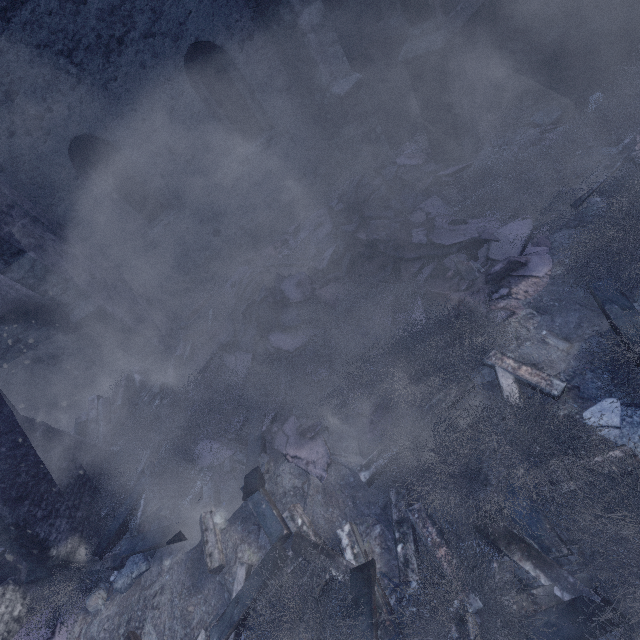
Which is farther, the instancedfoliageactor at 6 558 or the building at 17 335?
Answer: the building at 17 335

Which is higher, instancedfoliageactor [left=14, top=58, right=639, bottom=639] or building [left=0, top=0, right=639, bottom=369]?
building [left=0, top=0, right=639, bottom=369]

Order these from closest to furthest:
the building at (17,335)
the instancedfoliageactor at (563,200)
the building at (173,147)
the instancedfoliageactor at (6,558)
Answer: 1. the instancedfoliageactor at (563,200)
2. the building at (173,147)
3. the instancedfoliageactor at (6,558)
4. the building at (17,335)

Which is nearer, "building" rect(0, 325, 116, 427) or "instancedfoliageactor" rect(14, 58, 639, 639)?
"instancedfoliageactor" rect(14, 58, 639, 639)

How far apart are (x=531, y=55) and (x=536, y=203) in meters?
2.6

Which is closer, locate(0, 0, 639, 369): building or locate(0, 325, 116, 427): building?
locate(0, 0, 639, 369): building

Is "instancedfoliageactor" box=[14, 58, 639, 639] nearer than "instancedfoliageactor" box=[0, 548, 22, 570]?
Yes
